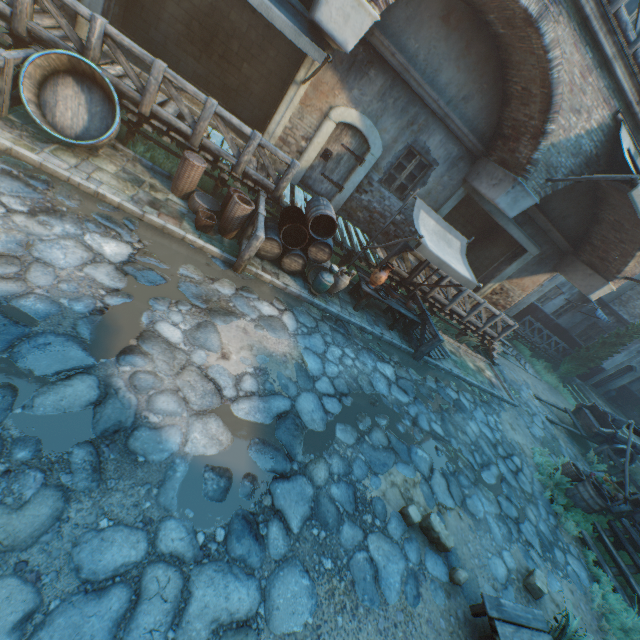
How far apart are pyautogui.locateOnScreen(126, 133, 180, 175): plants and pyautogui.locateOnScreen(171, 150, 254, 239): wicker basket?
0.5m

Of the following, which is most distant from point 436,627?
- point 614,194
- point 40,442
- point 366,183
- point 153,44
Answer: point 153,44

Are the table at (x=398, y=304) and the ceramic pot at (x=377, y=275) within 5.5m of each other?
yes

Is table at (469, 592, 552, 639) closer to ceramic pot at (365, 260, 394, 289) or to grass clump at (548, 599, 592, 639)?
grass clump at (548, 599, 592, 639)

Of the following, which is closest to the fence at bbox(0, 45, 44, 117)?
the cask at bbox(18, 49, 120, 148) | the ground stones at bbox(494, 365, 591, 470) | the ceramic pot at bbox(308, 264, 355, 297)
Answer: the cask at bbox(18, 49, 120, 148)

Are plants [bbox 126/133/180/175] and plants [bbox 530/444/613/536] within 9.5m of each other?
no

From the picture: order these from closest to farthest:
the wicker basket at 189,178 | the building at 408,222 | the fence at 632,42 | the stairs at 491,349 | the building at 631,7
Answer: the fence at 632,42 < the wicker basket at 189,178 < the building at 631,7 < the building at 408,222 < the stairs at 491,349

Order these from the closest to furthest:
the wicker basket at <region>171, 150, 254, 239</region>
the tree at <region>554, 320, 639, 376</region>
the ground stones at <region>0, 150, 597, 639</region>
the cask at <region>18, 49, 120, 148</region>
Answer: the ground stones at <region>0, 150, 597, 639</region> → the cask at <region>18, 49, 120, 148</region> → the wicker basket at <region>171, 150, 254, 239</region> → the tree at <region>554, 320, 639, 376</region>
